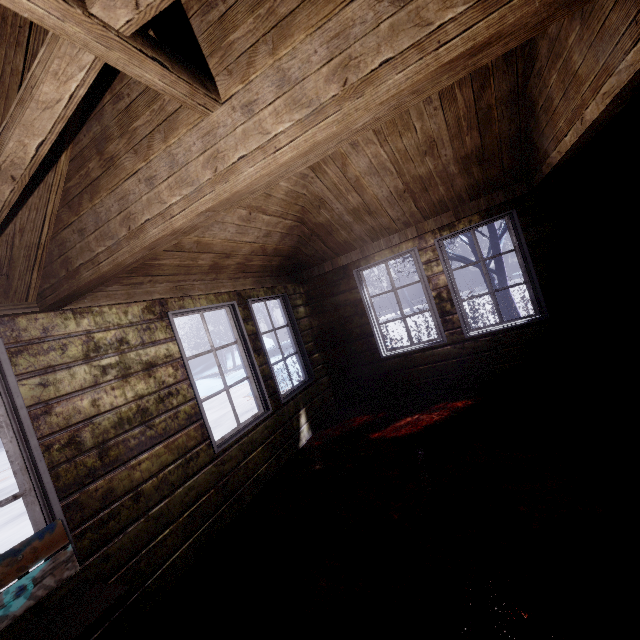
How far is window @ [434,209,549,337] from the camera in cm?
360

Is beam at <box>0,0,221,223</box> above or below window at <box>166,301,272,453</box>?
above

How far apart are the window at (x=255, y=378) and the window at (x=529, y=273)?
2.5 meters

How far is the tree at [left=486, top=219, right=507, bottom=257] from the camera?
6.3m

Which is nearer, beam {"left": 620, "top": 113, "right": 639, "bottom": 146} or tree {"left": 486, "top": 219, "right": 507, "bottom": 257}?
beam {"left": 620, "top": 113, "right": 639, "bottom": 146}

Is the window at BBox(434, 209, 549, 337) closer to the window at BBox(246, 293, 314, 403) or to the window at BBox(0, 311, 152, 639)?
the window at BBox(246, 293, 314, 403)

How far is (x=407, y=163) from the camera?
3.26m

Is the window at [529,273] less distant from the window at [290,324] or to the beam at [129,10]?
the window at [290,324]
